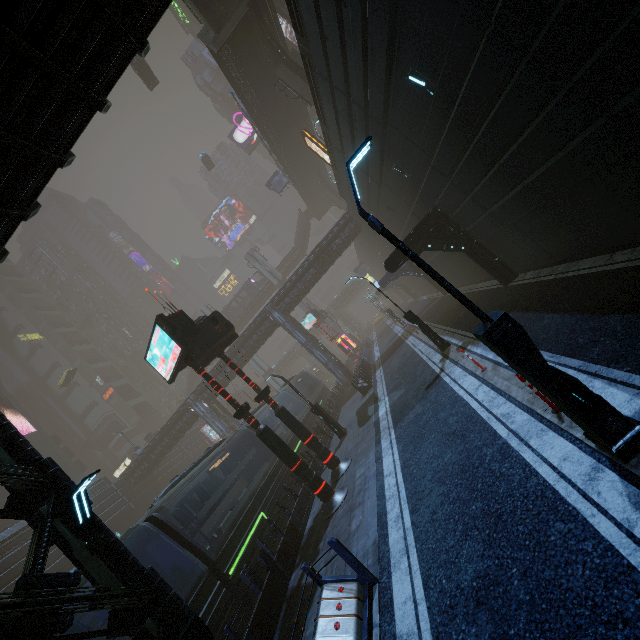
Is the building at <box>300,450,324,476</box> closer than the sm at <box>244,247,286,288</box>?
Yes

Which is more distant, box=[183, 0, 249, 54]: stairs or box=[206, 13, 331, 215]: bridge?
box=[206, 13, 331, 215]: bridge

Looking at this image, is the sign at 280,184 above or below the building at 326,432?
above

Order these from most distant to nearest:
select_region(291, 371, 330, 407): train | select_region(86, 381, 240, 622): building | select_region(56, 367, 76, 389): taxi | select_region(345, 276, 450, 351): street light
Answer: select_region(56, 367, 76, 389): taxi → select_region(291, 371, 330, 407): train → select_region(345, 276, 450, 351): street light → select_region(86, 381, 240, 622): building

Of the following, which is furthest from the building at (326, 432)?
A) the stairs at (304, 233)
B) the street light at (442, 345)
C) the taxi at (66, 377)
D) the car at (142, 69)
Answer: the stairs at (304, 233)

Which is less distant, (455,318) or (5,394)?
(455,318)

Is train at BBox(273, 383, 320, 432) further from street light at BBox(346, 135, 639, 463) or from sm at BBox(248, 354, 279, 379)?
sm at BBox(248, 354, 279, 379)
